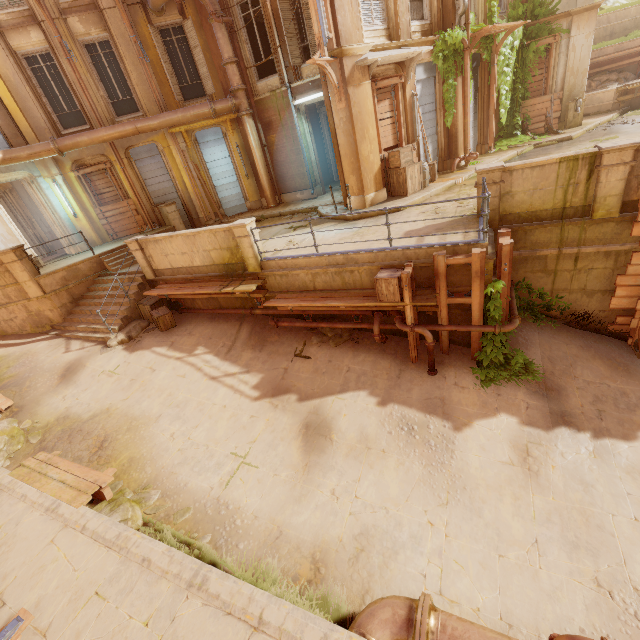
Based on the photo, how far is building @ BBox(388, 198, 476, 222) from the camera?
9.10m

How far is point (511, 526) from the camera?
5.52m

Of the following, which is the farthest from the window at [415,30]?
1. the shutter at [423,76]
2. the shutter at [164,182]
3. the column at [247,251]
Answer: the shutter at [164,182]

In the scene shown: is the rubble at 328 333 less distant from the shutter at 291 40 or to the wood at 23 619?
the wood at 23 619

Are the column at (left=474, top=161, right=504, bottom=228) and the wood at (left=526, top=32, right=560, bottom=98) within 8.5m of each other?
no

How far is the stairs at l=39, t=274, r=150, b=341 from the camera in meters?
11.3

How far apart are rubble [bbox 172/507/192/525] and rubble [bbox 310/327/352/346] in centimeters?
493cm

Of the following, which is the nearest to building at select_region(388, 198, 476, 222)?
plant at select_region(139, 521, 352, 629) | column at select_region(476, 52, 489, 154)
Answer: column at select_region(476, 52, 489, 154)
